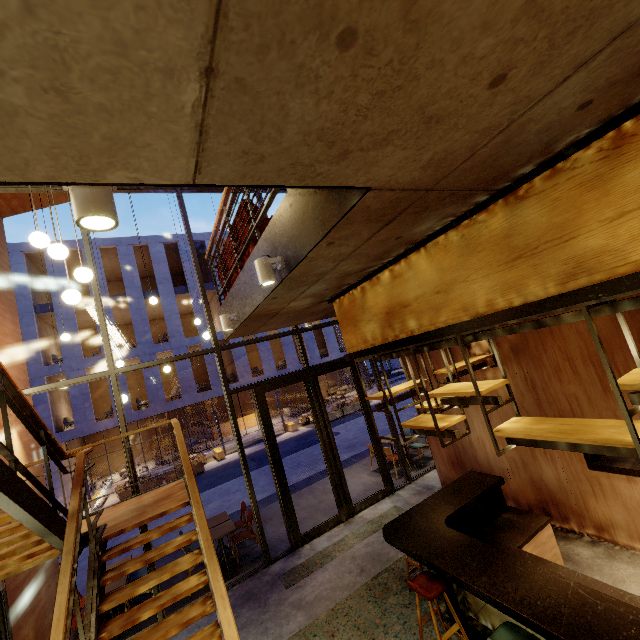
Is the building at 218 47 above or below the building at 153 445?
above

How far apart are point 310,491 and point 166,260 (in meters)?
20.14

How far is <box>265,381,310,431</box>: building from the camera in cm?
2647

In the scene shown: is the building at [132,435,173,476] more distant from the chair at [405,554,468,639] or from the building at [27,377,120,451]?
the chair at [405,554,468,639]

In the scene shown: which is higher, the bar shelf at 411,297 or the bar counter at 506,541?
the bar shelf at 411,297

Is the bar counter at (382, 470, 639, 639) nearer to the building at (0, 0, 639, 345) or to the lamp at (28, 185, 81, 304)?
the building at (0, 0, 639, 345)

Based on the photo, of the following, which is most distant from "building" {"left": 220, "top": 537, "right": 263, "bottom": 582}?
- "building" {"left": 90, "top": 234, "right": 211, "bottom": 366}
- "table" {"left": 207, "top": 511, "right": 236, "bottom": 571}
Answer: "building" {"left": 90, "top": 234, "right": 211, "bottom": 366}

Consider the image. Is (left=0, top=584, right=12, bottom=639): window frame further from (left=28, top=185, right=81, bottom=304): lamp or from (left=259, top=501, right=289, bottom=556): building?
(left=28, top=185, right=81, bottom=304): lamp
